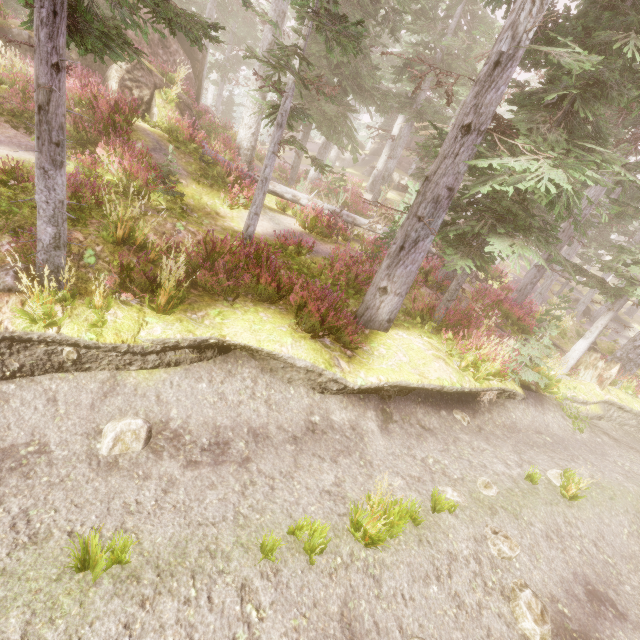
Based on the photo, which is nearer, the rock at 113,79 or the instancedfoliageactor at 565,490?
the instancedfoliageactor at 565,490

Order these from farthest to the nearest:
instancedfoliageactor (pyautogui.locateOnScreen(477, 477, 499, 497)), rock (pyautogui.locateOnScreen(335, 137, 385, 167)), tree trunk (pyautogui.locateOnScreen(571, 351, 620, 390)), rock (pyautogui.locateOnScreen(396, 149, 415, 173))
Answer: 1. rock (pyautogui.locateOnScreen(396, 149, 415, 173))
2. rock (pyautogui.locateOnScreen(335, 137, 385, 167))
3. tree trunk (pyautogui.locateOnScreen(571, 351, 620, 390))
4. instancedfoliageactor (pyautogui.locateOnScreen(477, 477, 499, 497))

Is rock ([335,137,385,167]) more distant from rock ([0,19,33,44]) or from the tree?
the tree

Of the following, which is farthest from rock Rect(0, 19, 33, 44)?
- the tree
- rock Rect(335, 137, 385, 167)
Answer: rock Rect(335, 137, 385, 167)

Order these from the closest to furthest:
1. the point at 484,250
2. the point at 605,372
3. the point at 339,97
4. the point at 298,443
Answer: the point at 298,443 < the point at 484,250 < the point at 605,372 < the point at 339,97

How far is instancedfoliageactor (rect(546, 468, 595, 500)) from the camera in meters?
6.9 m

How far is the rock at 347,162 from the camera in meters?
41.7

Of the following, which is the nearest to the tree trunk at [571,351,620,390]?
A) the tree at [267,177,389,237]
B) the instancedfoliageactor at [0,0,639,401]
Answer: the instancedfoliageactor at [0,0,639,401]
